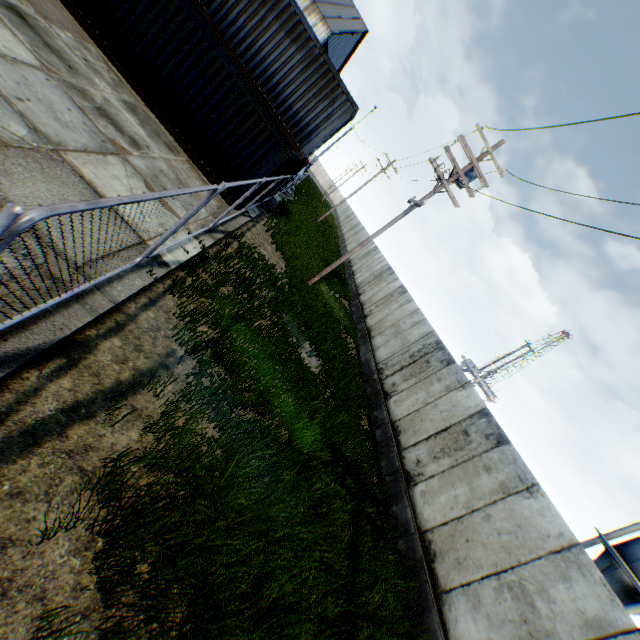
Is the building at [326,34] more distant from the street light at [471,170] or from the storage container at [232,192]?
the storage container at [232,192]

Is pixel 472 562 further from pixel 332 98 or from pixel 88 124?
pixel 332 98

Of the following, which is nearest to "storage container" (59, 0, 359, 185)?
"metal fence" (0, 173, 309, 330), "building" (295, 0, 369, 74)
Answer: "metal fence" (0, 173, 309, 330)

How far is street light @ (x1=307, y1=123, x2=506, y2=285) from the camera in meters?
12.6

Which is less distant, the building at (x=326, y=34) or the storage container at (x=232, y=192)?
the storage container at (x=232, y=192)

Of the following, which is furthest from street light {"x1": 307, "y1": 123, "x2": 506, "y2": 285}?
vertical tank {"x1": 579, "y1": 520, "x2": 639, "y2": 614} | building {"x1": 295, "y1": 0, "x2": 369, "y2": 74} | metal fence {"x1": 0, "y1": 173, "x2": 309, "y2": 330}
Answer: vertical tank {"x1": 579, "y1": 520, "x2": 639, "y2": 614}

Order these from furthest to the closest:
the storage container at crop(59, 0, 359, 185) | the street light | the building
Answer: the building < the street light < the storage container at crop(59, 0, 359, 185)
